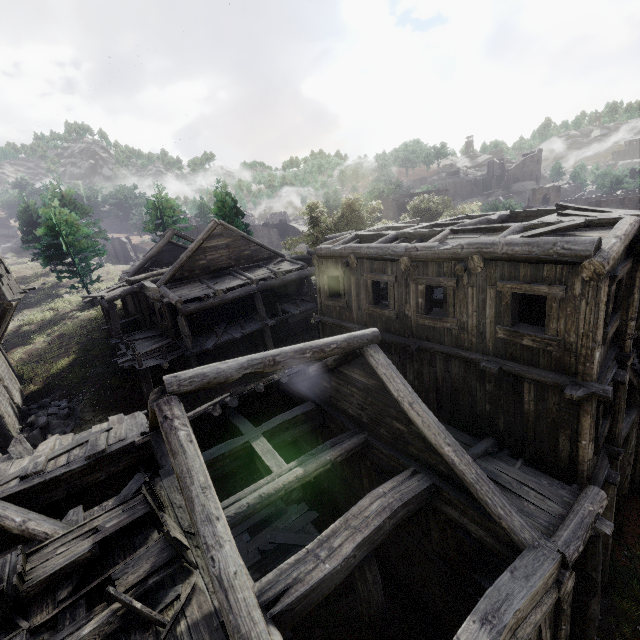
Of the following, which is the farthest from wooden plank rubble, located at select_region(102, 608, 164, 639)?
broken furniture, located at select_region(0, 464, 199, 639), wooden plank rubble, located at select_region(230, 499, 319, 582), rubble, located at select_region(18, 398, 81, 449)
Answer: rubble, located at select_region(18, 398, 81, 449)

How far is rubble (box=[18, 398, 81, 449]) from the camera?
15.7m

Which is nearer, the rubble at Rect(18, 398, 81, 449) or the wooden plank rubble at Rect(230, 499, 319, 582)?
the wooden plank rubble at Rect(230, 499, 319, 582)

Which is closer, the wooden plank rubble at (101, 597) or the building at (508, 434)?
the wooden plank rubble at (101, 597)

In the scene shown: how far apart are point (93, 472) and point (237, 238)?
14.84m

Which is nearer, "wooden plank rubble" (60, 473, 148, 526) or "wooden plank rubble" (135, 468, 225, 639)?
"wooden plank rubble" (135, 468, 225, 639)

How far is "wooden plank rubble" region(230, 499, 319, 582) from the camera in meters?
10.6

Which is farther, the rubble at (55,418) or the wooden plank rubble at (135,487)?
the rubble at (55,418)
